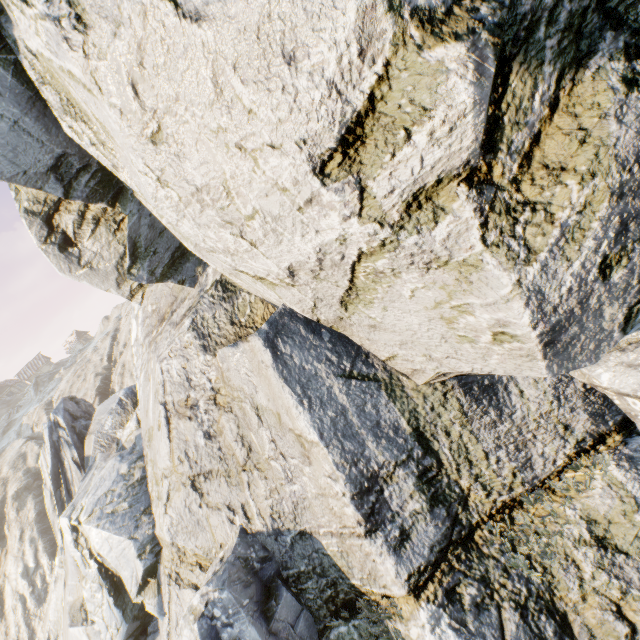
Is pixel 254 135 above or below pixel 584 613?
above
